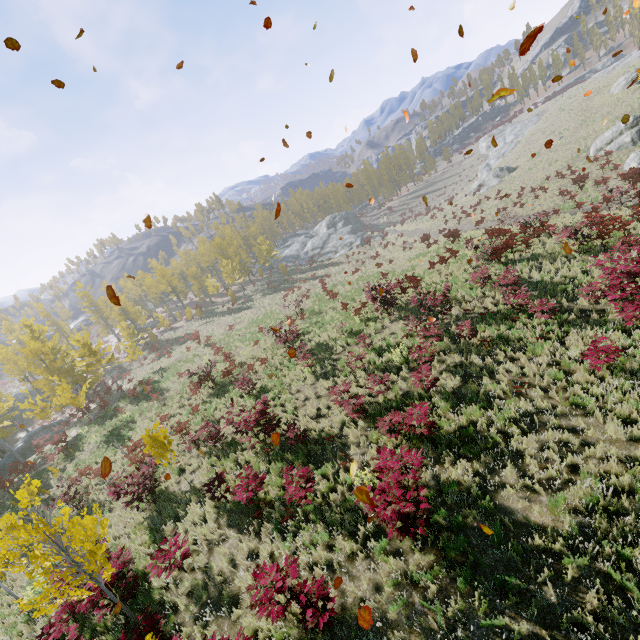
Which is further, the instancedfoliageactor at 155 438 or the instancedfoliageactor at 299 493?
the instancedfoliageactor at 155 438

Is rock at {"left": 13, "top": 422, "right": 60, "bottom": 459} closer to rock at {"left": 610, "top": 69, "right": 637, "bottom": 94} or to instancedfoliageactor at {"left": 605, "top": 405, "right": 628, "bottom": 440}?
instancedfoliageactor at {"left": 605, "top": 405, "right": 628, "bottom": 440}

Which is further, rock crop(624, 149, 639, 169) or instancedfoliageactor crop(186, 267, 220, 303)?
instancedfoliageactor crop(186, 267, 220, 303)

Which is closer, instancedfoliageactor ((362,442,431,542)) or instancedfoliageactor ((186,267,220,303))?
instancedfoliageactor ((362,442,431,542))

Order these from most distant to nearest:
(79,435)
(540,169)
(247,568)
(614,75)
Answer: (614,75) → (540,169) → (79,435) → (247,568)

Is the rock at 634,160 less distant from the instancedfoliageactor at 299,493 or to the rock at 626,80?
the instancedfoliageactor at 299,493

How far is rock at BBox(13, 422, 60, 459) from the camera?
31.0m

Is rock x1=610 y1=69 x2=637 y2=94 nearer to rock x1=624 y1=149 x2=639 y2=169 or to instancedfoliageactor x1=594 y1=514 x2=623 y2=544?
instancedfoliageactor x1=594 y1=514 x2=623 y2=544
